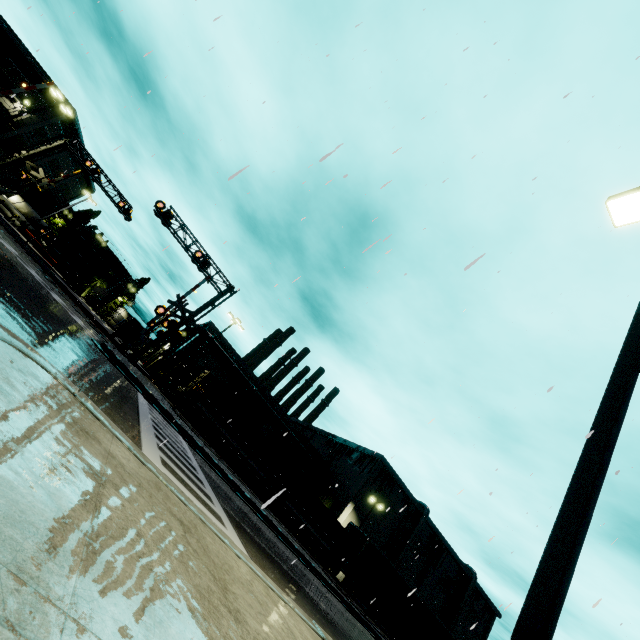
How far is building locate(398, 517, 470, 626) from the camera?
49.4m

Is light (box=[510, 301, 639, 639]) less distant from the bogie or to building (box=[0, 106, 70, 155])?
building (box=[0, 106, 70, 155])

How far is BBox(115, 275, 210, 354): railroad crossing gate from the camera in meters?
20.3 m

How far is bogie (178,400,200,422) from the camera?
28.3m

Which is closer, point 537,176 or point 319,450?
point 537,176

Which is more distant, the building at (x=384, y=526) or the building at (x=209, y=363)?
the building at (x=209, y=363)

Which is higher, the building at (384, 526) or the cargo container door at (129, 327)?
the building at (384, 526)
